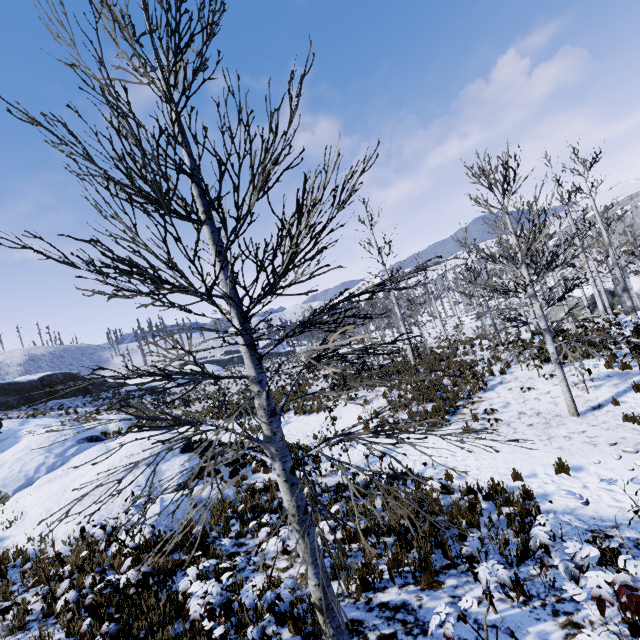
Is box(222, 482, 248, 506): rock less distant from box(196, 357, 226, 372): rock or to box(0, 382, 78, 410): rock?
box(0, 382, 78, 410): rock

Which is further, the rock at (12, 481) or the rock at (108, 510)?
the rock at (108, 510)

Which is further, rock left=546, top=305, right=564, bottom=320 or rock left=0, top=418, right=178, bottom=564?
rock left=546, top=305, right=564, bottom=320

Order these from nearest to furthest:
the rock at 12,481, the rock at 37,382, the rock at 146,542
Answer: the rock at 146,542
the rock at 12,481
the rock at 37,382

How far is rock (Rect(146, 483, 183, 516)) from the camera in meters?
8.0 m

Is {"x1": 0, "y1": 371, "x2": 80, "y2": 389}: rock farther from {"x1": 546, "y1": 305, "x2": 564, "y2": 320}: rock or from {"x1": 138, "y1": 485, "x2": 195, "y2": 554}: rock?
{"x1": 546, "y1": 305, "x2": 564, "y2": 320}: rock

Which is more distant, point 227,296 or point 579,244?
point 579,244

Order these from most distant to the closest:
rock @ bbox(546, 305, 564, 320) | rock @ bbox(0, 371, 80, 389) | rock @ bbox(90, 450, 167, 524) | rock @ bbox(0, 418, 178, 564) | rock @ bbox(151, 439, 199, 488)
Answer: rock @ bbox(546, 305, 564, 320)
rock @ bbox(0, 371, 80, 389)
rock @ bbox(151, 439, 199, 488)
rock @ bbox(90, 450, 167, 524)
rock @ bbox(0, 418, 178, 564)
